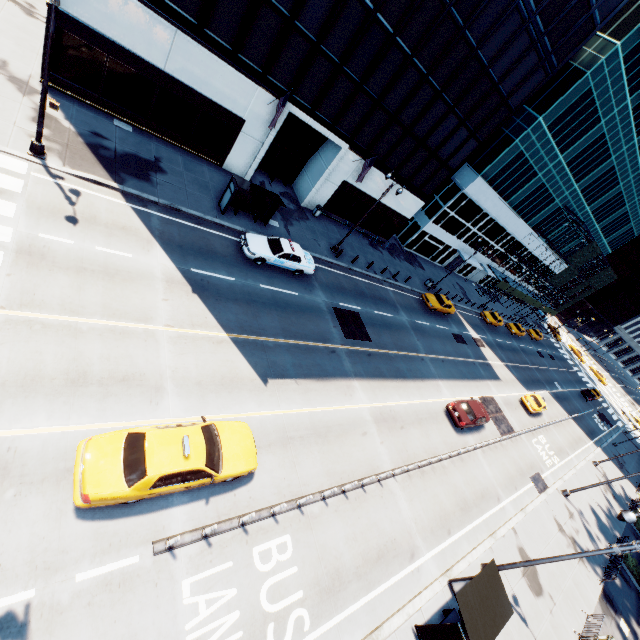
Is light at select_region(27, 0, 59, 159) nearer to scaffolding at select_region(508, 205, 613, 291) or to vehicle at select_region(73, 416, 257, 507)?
vehicle at select_region(73, 416, 257, 507)

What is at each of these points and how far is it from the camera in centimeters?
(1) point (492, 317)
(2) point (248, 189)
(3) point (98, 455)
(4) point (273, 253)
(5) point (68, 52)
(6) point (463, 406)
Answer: (1) vehicle, 4419cm
(2) bus stop, 1881cm
(3) vehicle, 844cm
(4) vehicle, 1955cm
(5) building, 1645cm
(6) vehicle, 2278cm

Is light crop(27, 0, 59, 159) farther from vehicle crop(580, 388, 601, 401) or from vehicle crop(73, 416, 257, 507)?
vehicle crop(580, 388, 601, 401)

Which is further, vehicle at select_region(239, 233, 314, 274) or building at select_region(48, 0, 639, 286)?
vehicle at select_region(239, 233, 314, 274)

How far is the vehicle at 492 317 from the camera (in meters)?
43.38

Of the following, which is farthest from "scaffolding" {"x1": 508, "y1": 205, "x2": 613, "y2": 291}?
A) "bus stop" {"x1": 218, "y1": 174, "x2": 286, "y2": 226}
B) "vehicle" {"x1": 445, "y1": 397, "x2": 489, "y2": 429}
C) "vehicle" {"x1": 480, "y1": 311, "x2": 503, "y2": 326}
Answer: "bus stop" {"x1": 218, "y1": 174, "x2": 286, "y2": 226}

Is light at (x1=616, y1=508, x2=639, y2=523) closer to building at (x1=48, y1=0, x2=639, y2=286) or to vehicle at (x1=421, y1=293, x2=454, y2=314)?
vehicle at (x1=421, y1=293, x2=454, y2=314)

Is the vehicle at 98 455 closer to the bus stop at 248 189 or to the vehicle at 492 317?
the bus stop at 248 189
